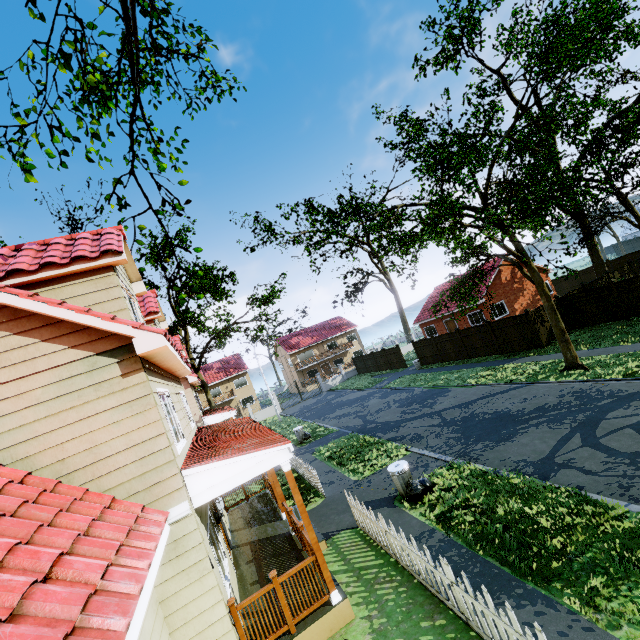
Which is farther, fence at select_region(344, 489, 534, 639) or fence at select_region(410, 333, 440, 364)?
fence at select_region(410, 333, 440, 364)

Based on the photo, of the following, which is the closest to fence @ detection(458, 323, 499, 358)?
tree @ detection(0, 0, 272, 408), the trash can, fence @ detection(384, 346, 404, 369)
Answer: fence @ detection(384, 346, 404, 369)

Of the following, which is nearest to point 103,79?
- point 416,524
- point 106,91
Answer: point 106,91

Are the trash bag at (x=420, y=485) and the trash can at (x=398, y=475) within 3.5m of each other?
yes

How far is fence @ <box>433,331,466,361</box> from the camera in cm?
2570

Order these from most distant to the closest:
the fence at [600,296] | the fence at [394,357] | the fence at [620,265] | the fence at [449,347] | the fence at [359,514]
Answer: the fence at [394,357], the fence at [449,347], the fence at [600,296], the fence at [620,265], the fence at [359,514]

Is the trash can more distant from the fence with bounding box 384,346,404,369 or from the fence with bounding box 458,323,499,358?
the fence with bounding box 384,346,404,369
